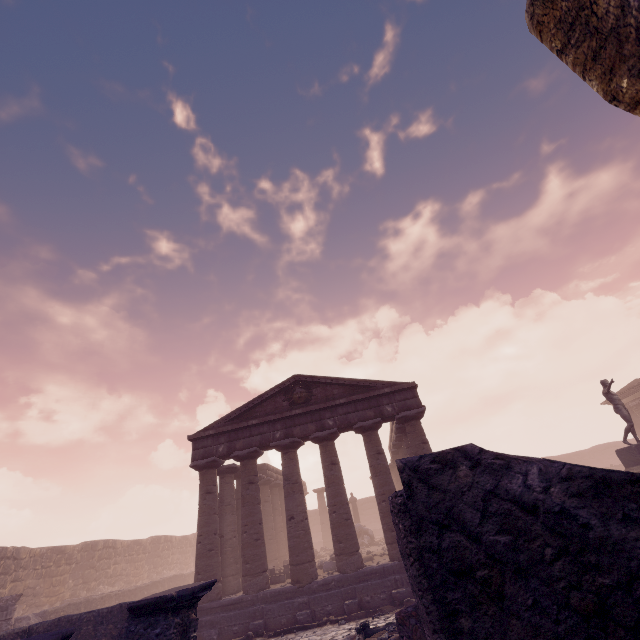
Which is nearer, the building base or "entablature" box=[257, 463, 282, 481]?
the building base

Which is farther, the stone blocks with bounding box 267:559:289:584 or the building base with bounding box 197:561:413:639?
the stone blocks with bounding box 267:559:289:584

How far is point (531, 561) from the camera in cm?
129

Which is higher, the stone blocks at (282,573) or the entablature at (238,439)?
A: the entablature at (238,439)

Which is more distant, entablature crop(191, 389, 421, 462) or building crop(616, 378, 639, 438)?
building crop(616, 378, 639, 438)

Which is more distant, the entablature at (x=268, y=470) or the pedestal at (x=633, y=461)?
the entablature at (x=268, y=470)

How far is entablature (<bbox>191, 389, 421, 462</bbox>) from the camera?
15.4m
